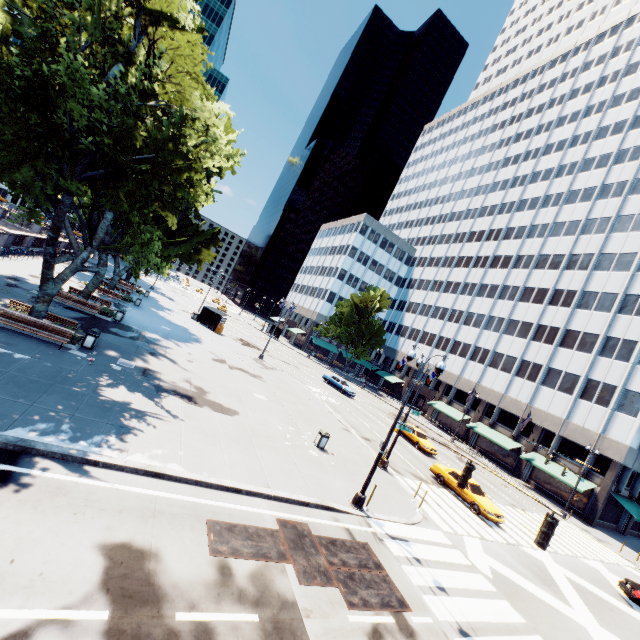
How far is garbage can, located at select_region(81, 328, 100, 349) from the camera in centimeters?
1636cm

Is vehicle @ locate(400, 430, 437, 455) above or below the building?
Result: below

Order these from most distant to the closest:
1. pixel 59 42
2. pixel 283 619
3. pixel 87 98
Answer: pixel 87 98
pixel 59 42
pixel 283 619

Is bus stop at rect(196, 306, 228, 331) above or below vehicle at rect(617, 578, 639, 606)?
above

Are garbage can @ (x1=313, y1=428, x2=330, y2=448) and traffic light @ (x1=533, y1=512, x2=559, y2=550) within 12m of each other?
yes

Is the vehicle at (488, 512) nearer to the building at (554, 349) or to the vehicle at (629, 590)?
the vehicle at (629, 590)

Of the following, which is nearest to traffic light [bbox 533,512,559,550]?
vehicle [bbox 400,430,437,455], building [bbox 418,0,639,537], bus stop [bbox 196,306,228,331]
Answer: vehicle [bbox 400,430,437,455]

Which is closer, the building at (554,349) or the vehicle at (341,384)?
the building at (554,349)
